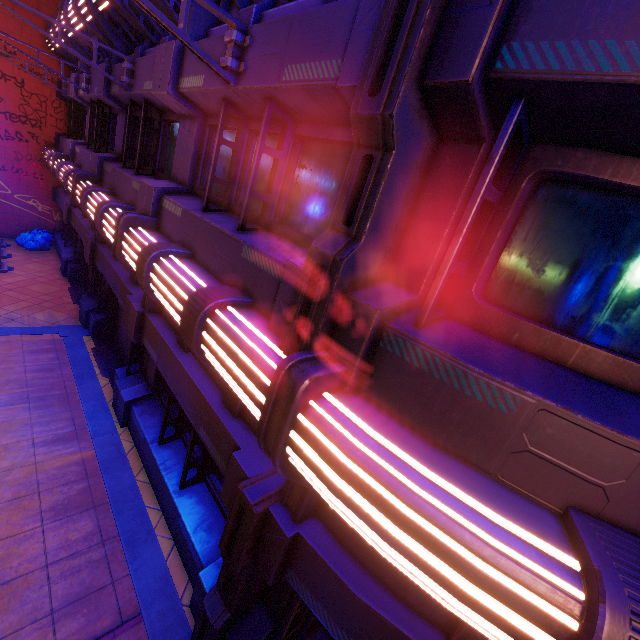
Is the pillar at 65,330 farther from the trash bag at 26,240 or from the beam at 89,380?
the trash bag at 26,240

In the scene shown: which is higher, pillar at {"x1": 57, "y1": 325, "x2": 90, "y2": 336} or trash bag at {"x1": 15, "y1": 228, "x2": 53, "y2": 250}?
trash bag at {"x1": 15, "y1": 228, "x2": 53, "y2": 250}

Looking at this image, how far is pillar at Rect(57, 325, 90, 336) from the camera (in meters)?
10.05

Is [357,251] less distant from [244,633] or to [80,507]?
[244,633]

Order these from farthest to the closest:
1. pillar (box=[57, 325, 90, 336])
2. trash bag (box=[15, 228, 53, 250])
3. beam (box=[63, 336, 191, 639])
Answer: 1. trash bag (box=[15, 228, 53, 250])
2. pillar (box=[57, 325, 90, 336])
3. beam (box=[63, 336, 191, 639])

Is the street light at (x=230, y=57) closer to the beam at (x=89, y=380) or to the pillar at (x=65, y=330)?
the beam at (x=89, y=380)

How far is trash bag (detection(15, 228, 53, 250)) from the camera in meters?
15.2 m

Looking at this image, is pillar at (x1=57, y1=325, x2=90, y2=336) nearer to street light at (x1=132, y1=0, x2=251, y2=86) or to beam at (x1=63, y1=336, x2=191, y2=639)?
beam at (x1=63, y1=336, x2=191, y2=639)
